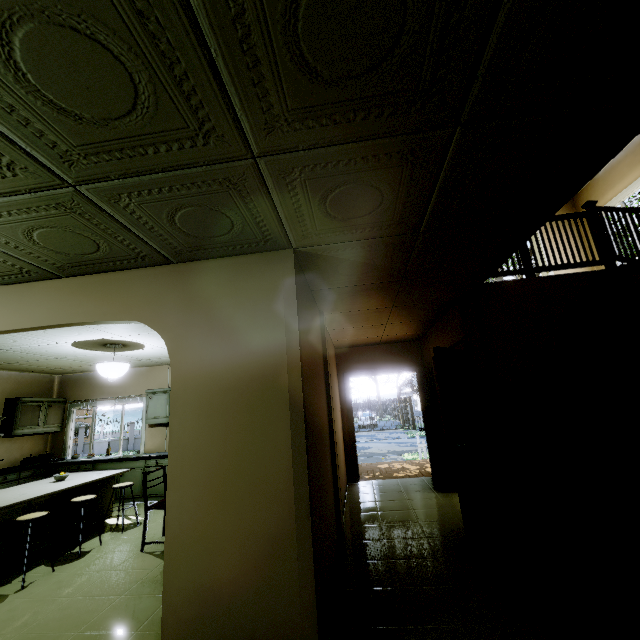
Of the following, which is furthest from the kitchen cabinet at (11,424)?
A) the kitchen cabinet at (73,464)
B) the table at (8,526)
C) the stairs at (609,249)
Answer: the stairs at (609,249)

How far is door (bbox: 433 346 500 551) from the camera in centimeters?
337cm

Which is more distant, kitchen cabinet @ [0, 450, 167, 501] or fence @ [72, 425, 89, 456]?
fence @ [72, 425, 89, 456]

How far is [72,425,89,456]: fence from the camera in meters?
26.4 m

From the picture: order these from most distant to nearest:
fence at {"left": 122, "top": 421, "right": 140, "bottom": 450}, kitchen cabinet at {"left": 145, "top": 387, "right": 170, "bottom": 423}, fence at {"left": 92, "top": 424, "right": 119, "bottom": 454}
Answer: fence at {"left": 122, "top": 421, "right": 140, "bottom": 450}
fence at {"left": 92, "top": 424, "right": 119, "bottom": 454}
kitchen cabinet at {"left": 145, "top": 387, "right": 170, "bottom": 423}

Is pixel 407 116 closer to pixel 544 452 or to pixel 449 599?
pixel 449 599

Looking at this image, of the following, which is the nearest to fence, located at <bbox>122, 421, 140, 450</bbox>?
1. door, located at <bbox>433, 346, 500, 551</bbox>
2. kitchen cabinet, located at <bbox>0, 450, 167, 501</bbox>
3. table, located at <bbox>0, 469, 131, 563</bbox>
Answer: kitchen cabinet, located at <bbox>0, 450, 167, 501</bbox>

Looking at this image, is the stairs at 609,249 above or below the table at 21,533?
above
